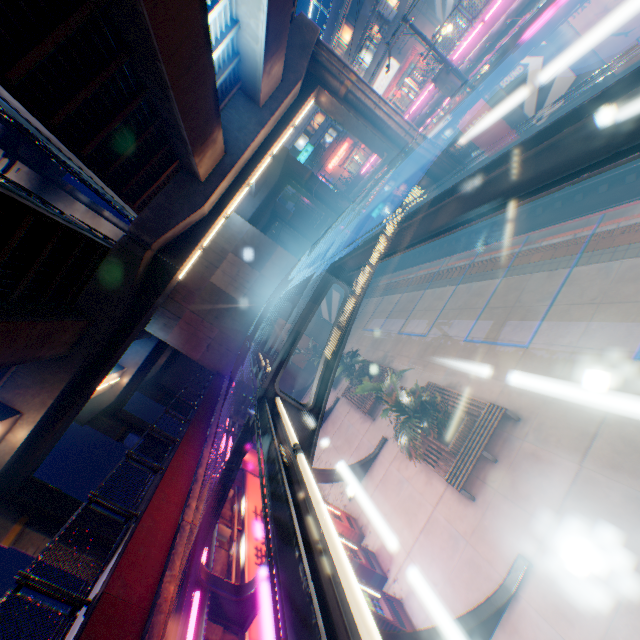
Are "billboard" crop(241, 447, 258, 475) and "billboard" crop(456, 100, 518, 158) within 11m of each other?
no

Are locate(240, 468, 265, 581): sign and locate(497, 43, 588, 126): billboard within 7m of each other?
no

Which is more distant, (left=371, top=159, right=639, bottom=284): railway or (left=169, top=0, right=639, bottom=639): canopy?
(left=371, top=159, right=639, bottom=284): railway

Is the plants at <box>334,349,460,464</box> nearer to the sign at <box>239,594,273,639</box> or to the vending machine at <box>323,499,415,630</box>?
the vending machine at <box>323,499,415,630</box>

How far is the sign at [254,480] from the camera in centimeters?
765cm

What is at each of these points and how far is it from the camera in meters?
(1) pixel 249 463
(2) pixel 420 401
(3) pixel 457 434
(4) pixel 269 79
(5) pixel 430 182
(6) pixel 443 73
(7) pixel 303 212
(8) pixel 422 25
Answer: (1) billboard, 13.4
(2) plants, 9.7
(3) flower bed, 9.4
(4) overpass support, 16.6
(5) overpass support, 22.0
(6) electric pole, 15.4
(7) building, 52.0
(8) building, 29.4

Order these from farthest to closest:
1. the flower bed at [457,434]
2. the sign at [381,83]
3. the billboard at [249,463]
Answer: the sign at [381,83] → the billboard at [249,463] → the flower bed at [457,434]

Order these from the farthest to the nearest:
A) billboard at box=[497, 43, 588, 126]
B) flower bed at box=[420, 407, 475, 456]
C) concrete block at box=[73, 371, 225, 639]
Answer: billboard at box=[497, 43, 588, 126]
flower bed at box=[420, 407, 475, 456]
concrete block at box=[73, 371, 225, 639]
